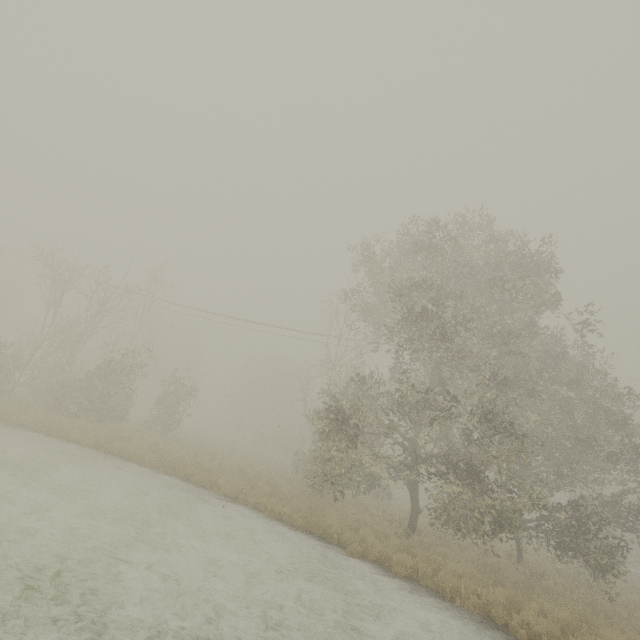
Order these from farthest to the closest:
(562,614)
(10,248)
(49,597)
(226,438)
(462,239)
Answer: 1. (226,438)
2. (10,248)
3. (462,239)
4. (562,614)
5. (49,597)
